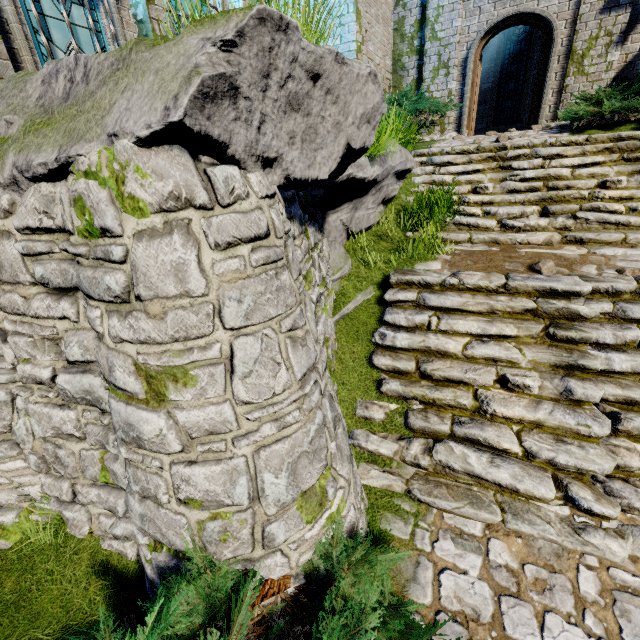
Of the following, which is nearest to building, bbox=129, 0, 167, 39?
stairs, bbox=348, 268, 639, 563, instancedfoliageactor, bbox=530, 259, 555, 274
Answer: stairs, bbox=348, 268, 639, 563

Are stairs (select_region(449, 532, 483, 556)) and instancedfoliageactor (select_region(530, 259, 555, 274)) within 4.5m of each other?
yes

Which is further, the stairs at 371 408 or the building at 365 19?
the building at 365 19

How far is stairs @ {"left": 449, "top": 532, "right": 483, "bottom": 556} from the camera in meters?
3.0

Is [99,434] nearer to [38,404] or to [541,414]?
[38,404]

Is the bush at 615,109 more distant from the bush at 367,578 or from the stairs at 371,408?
the bush at 367,578

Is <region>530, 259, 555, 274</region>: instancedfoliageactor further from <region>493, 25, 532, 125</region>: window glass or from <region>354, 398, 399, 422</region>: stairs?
<region>493, 25, 532, 125</region>: window glass

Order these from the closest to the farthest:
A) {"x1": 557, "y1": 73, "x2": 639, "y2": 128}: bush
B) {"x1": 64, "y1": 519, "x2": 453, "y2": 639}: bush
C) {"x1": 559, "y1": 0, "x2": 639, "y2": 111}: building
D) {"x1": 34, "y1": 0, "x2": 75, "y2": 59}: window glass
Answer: {"x1": 64, "y1": 519, "x2": 453, "y2": 639}: bush, {"x1": 34, "y1": 0, "x2": 75, "y2": 59}: window glass, {"x1": 557, "y1": 73, "x2": 639, "y2": 128}: bush, {"x1": 559, "y1": 0, "x2": 639, "y2": 111}: building
